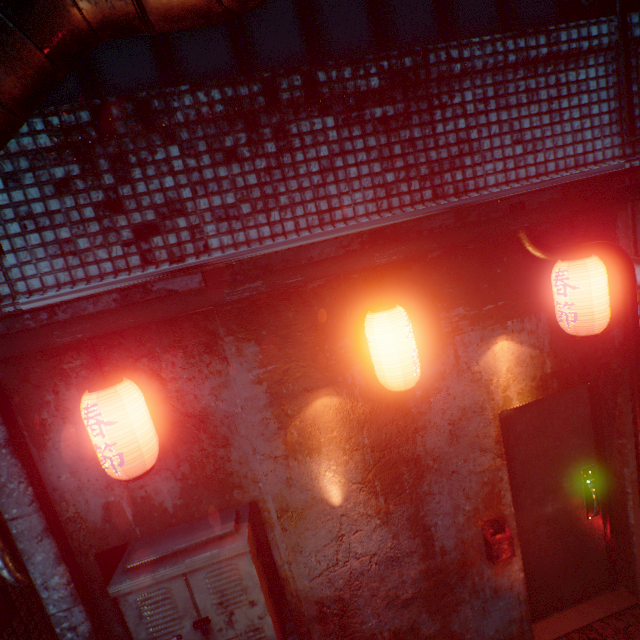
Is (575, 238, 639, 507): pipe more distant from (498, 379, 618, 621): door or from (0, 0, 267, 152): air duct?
(0, 0, 267, 152): air duct

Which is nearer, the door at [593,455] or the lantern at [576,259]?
the lantern at [576,259]

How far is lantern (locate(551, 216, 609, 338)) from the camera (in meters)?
1.87

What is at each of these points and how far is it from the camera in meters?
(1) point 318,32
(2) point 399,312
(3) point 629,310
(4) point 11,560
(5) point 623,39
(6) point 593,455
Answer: (1) window, 1.8 m
(2) lantern, 1.8 m
(3) pipe, 2.3 m
(4) pipe, 1.8 m
(5) air conditioner, 1.9 m
(6) door, 2.7 m

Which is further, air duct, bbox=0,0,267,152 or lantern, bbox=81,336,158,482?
lantern, bbox=81,336,158,482

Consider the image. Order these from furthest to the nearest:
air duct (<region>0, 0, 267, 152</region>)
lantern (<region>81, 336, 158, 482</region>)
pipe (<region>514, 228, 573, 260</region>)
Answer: pipe (<region>514, 228, 573, 260</region>), lantern (<region>81, 336, 158, 482</region>), air duct (<region>0, 0, 267, 152</region>)

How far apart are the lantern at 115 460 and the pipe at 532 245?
2.48m

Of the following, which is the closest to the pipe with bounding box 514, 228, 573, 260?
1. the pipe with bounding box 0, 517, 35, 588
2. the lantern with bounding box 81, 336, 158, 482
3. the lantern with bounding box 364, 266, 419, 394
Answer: the lantern with bounding box 364, 266, 419, 394
